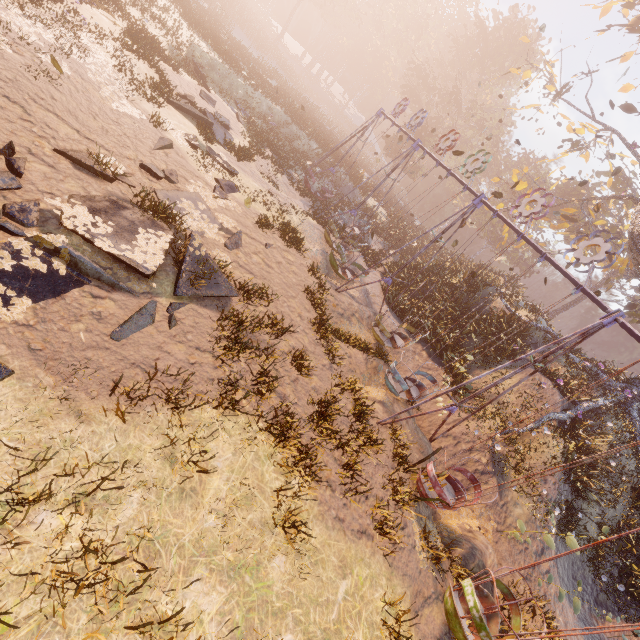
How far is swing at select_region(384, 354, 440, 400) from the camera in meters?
10.5 m

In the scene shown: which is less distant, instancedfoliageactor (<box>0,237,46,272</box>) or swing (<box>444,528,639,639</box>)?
instancedfoliageactor (<box>0,237,46,272</box>)

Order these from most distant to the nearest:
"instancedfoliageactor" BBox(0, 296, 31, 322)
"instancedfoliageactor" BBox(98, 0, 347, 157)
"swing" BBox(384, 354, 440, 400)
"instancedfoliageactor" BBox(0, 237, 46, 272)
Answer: "instancedfoliageactor" BBox(98, 0, 347, 157), "swing" BBox(384, 354, 440, 400), "instancedfoliageactor" BBox(0, 237, 46, 272), "instancedfoliageactor" BBox(0, 296, 31, 322)

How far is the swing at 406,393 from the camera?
10.5 meters

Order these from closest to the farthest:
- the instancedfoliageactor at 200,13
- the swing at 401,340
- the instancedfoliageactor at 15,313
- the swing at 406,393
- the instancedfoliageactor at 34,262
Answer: the instancedfoliageactor at 15,313 → the instancedfoliageactor at 34,262 → the swing at 401,340 → the swing at 406,393 → the instancedfoliageactor at 200,13

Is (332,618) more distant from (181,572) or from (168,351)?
(168,351)

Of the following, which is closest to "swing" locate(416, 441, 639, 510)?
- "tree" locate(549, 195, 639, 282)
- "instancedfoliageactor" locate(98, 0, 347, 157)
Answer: "tree" locate(549, 195, 639, 282)
